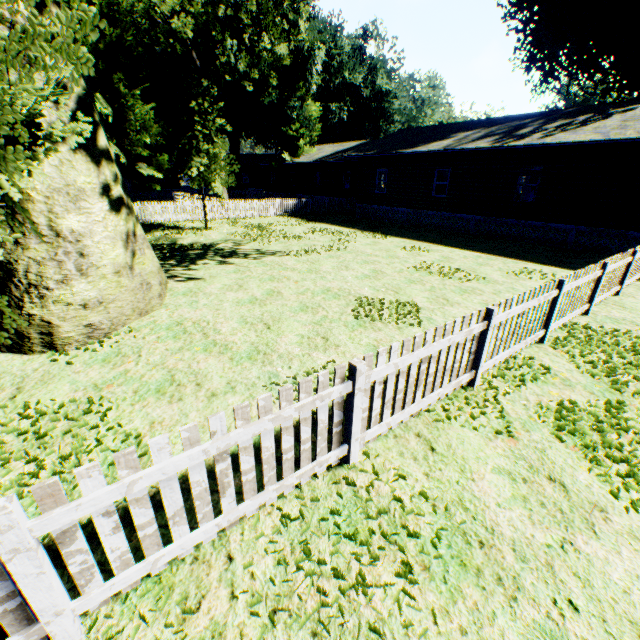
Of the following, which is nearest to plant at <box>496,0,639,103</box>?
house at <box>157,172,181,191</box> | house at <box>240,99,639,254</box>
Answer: house at <box>240,99,639,254</box>

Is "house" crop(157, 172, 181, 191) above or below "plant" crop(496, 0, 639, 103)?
below

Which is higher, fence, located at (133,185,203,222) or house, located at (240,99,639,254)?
house, located at (240,99,639,254)

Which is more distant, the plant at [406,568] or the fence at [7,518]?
the plant at [406,568]

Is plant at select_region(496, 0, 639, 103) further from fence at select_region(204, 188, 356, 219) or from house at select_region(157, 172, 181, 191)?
house at select_region(157, 172, 181, 191)

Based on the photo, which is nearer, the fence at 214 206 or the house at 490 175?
the house at 490 175

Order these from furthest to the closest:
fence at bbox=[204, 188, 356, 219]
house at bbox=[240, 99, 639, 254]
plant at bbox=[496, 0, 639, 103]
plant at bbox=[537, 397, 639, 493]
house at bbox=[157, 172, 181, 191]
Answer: house at bbox=[157, 172, 181, 191], fence at bbox=[204, 188, 356, 219], plant at bbox=[496, 0, 639, 103], house at bbox=[240, 99, 639, 254], plant at bbox=[537, 397, 639, 493]

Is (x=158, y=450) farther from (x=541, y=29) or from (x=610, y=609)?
(x=541, y=29)
